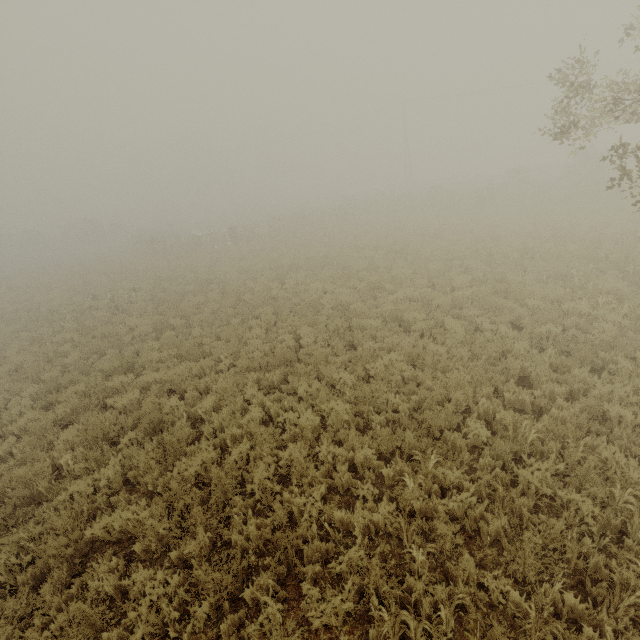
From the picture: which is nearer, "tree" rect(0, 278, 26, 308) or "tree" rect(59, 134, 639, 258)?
"tree" rect(0, 278, 26, 308)

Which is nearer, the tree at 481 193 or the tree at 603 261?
the tree at 603 261

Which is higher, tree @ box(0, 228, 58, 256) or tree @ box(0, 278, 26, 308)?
tree @ box(0, 228, 58, 256)

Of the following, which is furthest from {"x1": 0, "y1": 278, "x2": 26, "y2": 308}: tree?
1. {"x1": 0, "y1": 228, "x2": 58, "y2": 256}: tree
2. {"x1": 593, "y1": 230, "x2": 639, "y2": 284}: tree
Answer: {"x1": 593, "y1": 230, "x2": 639, "y2": 284}: tree

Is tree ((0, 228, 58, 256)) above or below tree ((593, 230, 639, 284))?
above

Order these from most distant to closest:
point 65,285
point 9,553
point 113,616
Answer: point 65,285
point 9,553
point 113,616

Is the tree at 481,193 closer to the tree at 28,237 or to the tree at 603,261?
the tree at 603,261
